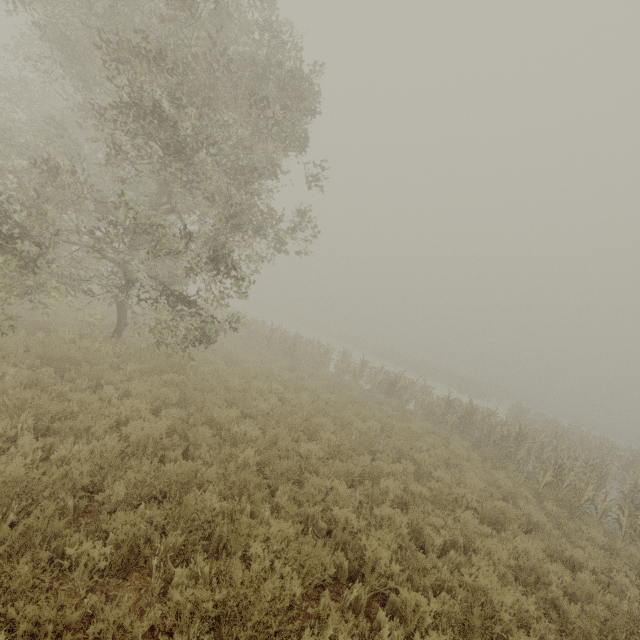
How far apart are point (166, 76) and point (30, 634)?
8.4 meters
